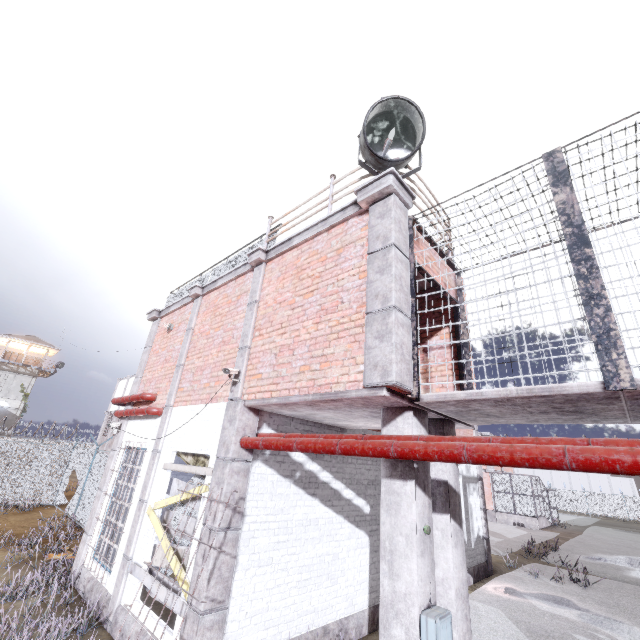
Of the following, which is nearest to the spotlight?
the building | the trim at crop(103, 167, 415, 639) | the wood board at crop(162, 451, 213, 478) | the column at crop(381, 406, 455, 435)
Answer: the trim at crop(103, 167, 415, 639)

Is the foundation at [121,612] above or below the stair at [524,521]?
below

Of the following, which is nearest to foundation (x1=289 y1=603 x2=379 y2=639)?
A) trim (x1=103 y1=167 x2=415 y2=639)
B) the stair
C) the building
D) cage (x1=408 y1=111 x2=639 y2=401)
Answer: trim (x1=103 y1=167 x2=415 y2=639)

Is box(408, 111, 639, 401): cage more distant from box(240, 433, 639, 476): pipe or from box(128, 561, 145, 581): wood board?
box(128, 561, 145, 581): wood board

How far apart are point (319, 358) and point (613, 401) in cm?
338

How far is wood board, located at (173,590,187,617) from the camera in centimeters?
482cm

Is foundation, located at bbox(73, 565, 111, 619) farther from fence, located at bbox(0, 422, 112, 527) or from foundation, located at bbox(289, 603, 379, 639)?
fence, located at bbox(0, 422, 112, 527)

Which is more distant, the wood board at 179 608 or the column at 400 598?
the wood board at 179 608
